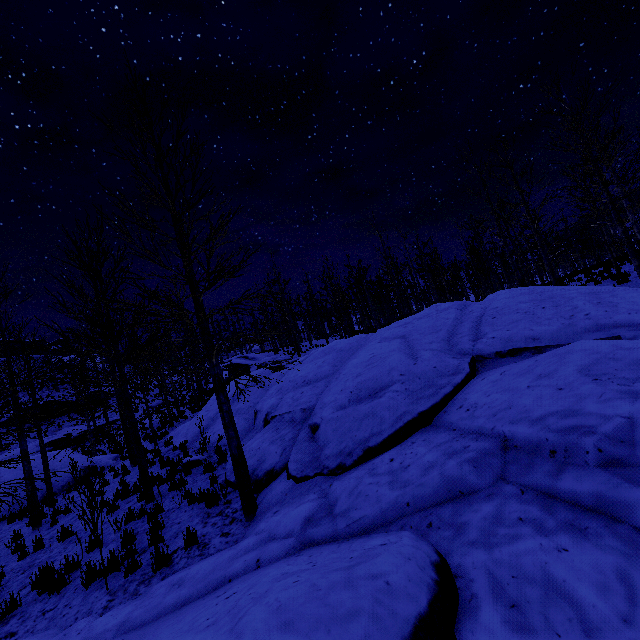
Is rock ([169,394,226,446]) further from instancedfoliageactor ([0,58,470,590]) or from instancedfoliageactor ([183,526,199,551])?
instancedfoliageactor ([0,58,470,590])

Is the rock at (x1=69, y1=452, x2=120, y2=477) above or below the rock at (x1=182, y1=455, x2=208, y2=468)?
above

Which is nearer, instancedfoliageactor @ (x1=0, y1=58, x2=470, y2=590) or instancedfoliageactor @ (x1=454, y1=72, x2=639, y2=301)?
instancedfoliageactor @ (x1=0, y1=58, x2=470, y2=590)

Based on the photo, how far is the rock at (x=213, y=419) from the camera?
13.59m

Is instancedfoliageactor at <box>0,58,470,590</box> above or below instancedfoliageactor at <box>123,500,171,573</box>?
above

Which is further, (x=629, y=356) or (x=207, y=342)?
(x=207, y=342)

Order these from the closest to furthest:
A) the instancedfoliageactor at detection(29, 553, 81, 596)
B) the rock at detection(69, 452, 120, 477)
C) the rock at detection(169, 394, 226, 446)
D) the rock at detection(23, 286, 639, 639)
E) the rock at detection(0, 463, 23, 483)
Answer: the rock at detection(23, 286, 639, 639), the instancedfoliageactor at detection(29, 553, 81, 596), the rock at detection(169, 394, 226, 446), the rock at detection(0, 463, 23, 483), the rock at detection(69, 452, 120, 477)
